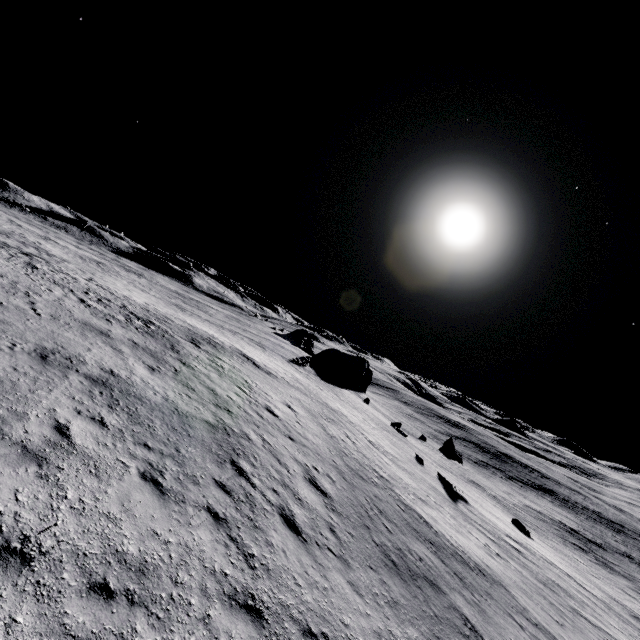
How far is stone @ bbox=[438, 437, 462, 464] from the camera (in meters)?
35.81

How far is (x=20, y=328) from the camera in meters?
11.0

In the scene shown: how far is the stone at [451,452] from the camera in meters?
35.8 m
